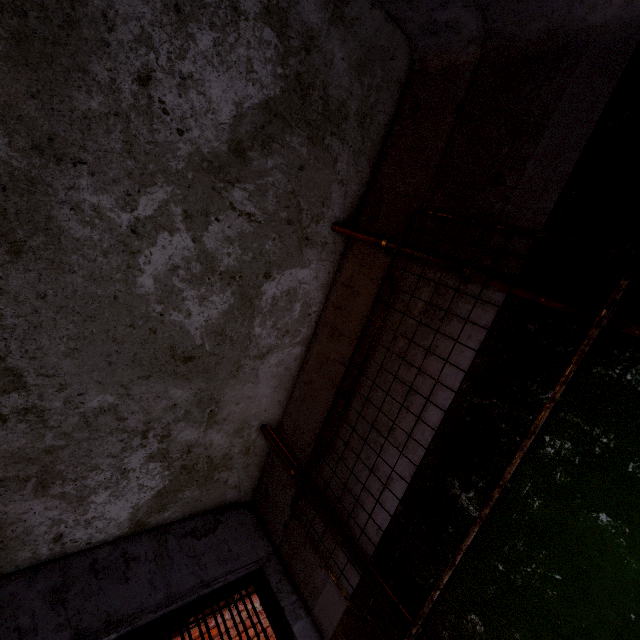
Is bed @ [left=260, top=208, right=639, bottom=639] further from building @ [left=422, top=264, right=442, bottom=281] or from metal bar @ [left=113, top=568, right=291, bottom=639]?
metal bar @ [left=113, top=568, right=291, bottom=639]

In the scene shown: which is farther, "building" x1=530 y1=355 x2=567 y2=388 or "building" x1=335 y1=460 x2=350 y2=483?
"building" x1=335 y1=460 x2=350 y2=483

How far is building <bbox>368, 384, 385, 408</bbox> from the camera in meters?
1.8 m

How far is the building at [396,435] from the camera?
1.7 meters

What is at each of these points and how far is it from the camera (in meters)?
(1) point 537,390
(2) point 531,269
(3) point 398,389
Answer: (1) building, 1.29
(2) building, 1.35
(3) building, 1.77

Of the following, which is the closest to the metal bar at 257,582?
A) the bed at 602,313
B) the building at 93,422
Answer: the building at 93,422
